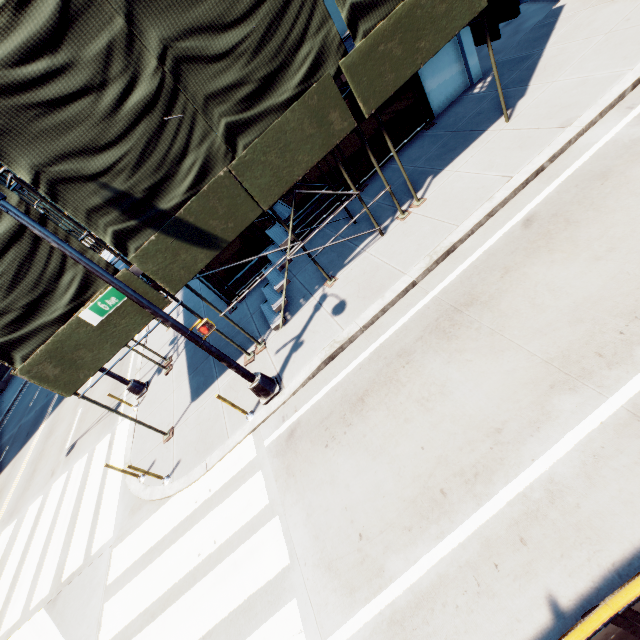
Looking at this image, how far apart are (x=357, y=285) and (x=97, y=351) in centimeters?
651cm

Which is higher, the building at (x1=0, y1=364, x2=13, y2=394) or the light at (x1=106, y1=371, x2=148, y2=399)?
the building at (x1=0, y1=364, x2=13, y2=394)

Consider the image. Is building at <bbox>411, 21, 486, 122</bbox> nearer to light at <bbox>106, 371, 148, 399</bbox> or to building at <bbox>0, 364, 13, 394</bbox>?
light at <bbox>106, 371, 148, 399</bbox>

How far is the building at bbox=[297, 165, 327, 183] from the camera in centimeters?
1126cm

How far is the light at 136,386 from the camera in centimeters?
1185cm

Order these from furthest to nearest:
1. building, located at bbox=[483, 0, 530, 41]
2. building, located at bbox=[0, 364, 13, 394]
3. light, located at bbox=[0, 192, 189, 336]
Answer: building, located at bbox=[0, 364, 13, 394] → building, located at bbox=[483, 0, 530, 41] → light, located at bbox=[0, 192, 189, 336]

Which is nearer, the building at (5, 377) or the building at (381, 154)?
the building at (381, 154)

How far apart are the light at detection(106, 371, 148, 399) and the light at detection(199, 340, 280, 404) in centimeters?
634cm
